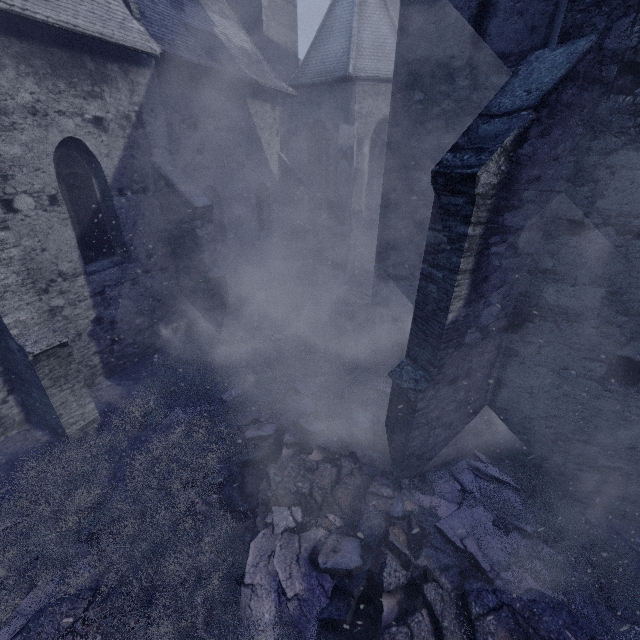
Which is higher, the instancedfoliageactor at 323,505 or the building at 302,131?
the building at 302,131

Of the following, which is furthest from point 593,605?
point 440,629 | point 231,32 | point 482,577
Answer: point 231,32

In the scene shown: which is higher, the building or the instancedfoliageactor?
the building
